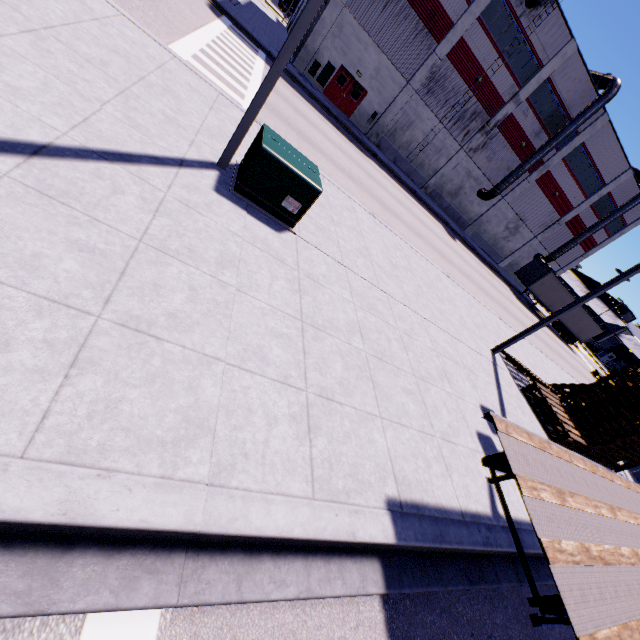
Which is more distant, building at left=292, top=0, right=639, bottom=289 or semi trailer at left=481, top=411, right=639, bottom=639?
building at left=292, top=0, right=639, bottom=289

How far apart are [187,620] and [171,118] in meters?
7.4 m

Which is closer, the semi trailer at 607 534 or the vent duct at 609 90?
the semi trailer at 607 534

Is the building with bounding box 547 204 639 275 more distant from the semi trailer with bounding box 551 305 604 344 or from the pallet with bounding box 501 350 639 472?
the pallet with bounding box 501 350 639 472

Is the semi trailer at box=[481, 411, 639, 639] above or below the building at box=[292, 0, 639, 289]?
below

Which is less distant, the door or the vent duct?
the door

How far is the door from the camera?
25.5m

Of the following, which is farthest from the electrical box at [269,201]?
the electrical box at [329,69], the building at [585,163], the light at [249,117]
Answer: the electrical box at [329,69]
